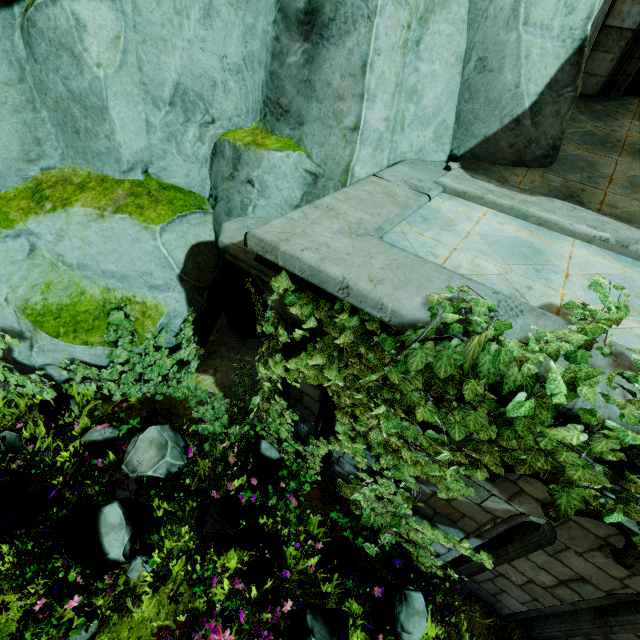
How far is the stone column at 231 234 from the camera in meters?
3.5 m

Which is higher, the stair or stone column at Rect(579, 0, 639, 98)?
stone column at Rect(579, 0, 639, 98)

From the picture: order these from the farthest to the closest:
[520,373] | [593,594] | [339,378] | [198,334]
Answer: [198,334], [593,594], [339,378], [520,373]

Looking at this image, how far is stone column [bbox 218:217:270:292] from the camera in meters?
3.5

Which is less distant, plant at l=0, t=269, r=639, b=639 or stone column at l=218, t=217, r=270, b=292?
plant at l=0, t=269, r=639, b=639

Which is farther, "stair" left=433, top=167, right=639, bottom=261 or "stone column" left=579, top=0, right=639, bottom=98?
"stone column" left=579, top=0, right=639, bottom=98

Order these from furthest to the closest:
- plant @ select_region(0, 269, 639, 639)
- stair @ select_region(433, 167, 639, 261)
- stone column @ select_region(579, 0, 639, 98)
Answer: stone column @ select_region(579, 0, 639, 98), stair @ select_region(433, 167, 639, 261), plant @ select_region(0, 269, 639, 639)

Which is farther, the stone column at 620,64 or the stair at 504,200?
the stone column at 620,64
